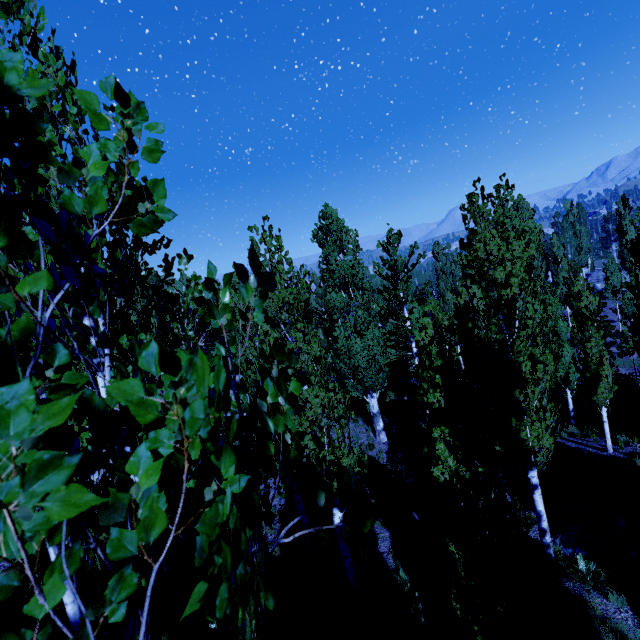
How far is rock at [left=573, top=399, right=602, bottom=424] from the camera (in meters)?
17.57

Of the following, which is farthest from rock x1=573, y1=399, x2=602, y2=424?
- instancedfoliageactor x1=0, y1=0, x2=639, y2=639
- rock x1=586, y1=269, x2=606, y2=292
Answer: rock x1=586, y1=269, x2=606, y2=292

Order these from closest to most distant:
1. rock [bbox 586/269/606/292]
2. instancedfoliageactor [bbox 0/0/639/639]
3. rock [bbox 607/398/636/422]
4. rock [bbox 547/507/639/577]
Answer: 1. instancedfoliageactor [bbox 0/0/639/639]
2. rock [bbox 547/507/639/577]
3. rock [bbox 607/398/636/422]
4. rock [bbox 586/269/606/292]

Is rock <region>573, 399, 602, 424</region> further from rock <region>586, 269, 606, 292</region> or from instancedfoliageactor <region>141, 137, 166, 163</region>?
rock <region>586, 269, 606, 292</region>

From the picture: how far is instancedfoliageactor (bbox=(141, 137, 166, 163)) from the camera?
0.8m

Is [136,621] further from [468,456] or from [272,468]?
[468,456]

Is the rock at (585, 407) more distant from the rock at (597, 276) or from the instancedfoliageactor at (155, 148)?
the rock at (597, 276)

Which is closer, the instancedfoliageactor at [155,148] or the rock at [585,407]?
the instancedfoliageactor at [155,148]
